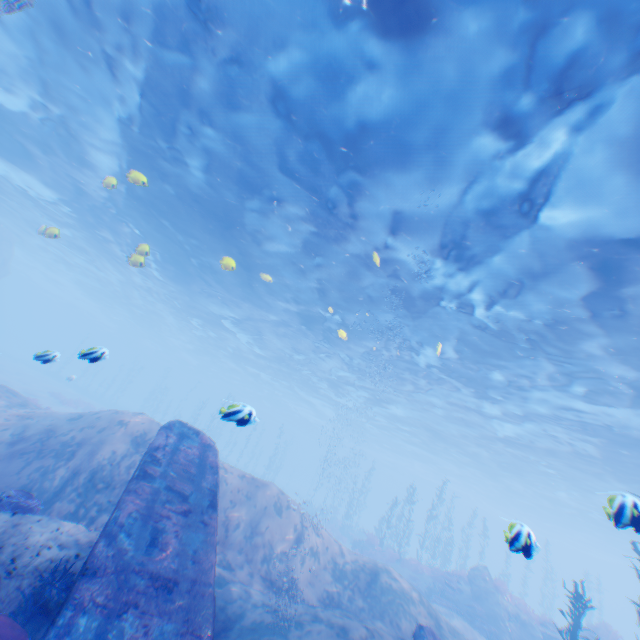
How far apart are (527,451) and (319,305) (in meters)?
21.78

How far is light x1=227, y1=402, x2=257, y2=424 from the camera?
5.54m

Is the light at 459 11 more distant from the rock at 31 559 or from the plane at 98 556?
the rock at 31 559

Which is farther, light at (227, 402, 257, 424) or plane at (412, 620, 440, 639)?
plane at (412, 620, 440, 639)

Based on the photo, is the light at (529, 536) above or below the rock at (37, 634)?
above

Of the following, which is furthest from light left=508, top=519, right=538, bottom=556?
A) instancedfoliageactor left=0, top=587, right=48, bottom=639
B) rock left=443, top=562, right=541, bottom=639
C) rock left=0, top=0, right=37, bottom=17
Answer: rock left=443, top=562, right=541, bottom=639
